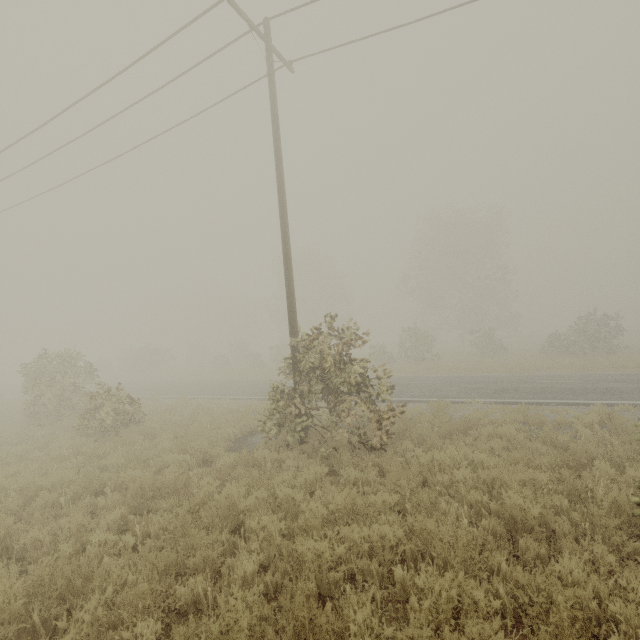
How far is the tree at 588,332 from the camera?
22.8m

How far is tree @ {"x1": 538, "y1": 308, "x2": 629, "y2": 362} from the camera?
22.8 meters

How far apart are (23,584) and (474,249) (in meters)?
46.59
